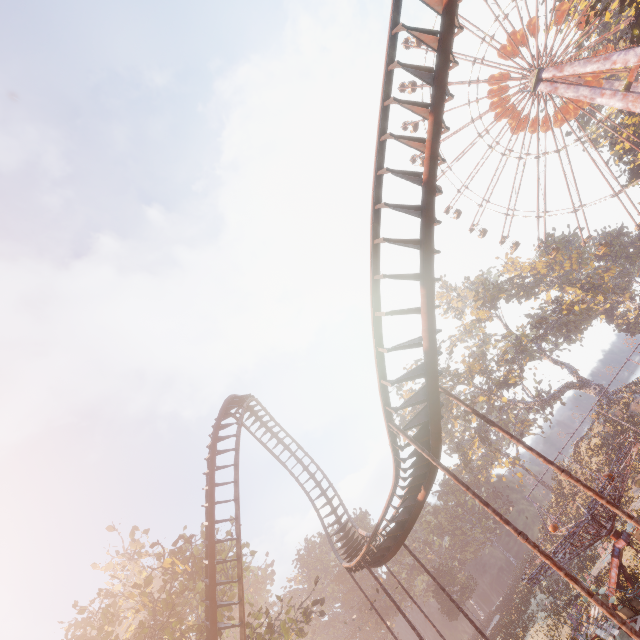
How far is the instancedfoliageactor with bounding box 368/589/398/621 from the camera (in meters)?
53.69

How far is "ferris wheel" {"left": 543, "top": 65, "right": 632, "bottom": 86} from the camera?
33.0 meters

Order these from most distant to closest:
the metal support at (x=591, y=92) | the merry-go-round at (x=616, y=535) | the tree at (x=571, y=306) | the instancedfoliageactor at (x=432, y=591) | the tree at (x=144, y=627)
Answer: the instancedfoliageactor at (x=432, y=591)
the tree at (x=571, y=306)
the metal support at (x=591, y=92)
the tree at (x=144, y=627)
the merry-go-round at (x=616, y=535)

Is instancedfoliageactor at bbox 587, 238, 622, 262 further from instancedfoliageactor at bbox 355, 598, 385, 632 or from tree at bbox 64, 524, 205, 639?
tree at bbox 64, 524, 205, 639

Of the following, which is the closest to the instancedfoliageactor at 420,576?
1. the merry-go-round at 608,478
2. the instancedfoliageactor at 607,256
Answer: the merry-go-round at 608,478

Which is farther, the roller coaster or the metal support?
the metal support

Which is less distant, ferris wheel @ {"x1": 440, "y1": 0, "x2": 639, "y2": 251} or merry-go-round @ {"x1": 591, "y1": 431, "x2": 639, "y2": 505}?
merry-go-round @ {"x1": 591, "y1": 431, "x2": 639, "y2": 505}

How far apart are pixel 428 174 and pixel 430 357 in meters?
4.8 m
